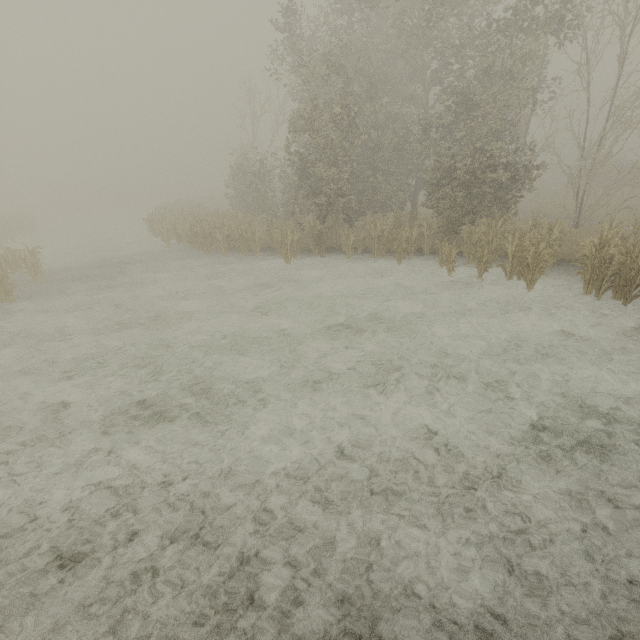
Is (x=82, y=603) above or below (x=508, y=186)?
below
